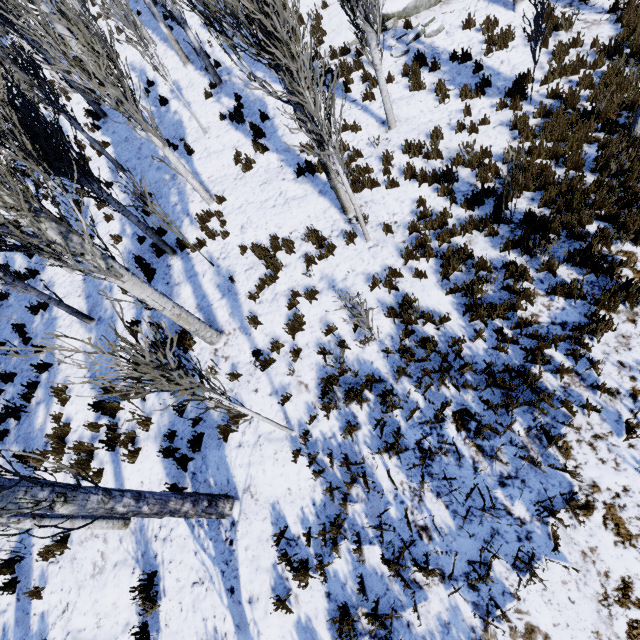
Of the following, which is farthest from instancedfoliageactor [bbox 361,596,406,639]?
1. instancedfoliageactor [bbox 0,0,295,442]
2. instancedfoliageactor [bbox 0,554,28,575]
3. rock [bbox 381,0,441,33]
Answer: rock [bbox 381,0,441,33]

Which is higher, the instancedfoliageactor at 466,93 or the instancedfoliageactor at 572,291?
the instancedfoliageactor at 466,93

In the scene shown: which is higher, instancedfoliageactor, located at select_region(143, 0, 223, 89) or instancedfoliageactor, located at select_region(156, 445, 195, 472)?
instancedfoliageactor, located at select_region(143, 0, 223, 89)

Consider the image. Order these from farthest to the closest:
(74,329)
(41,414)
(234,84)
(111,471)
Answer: (234,84) < (74,329) < (41,414) < (111,471)

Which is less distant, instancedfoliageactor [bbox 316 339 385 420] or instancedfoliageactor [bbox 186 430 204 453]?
instancedfoliageactor [bbox 316 339 385 420]

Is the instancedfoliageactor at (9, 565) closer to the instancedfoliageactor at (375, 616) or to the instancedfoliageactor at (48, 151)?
the instancedfoliageactor at (48, 151)

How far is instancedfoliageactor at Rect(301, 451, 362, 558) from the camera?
4.4 meters
